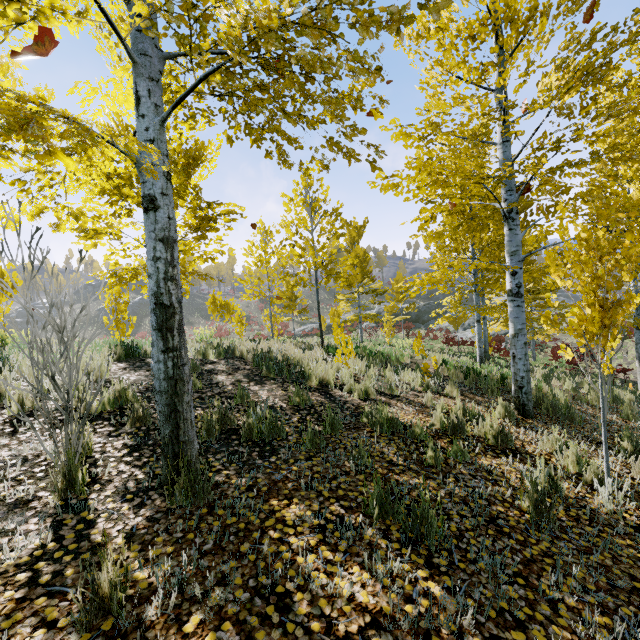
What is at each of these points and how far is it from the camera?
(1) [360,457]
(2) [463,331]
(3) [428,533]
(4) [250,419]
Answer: (1) instancedfoliageactor, 3.6m
(2) rock, 33.7m
(3) instancedfoliageactor, 2.5m
(4) instancedfoliageactor, 4.0m

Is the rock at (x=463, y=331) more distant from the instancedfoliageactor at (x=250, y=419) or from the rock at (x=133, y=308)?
the rock at (x=133, y=308)

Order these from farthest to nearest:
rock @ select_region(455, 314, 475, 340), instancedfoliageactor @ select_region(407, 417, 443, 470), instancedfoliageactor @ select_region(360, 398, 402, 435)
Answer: rock @ select_region(455, 314, 475, 340)
instancedfoliageactor @ select_region(360, 398, 402, 435)
instancedfoliageactor @ select_region(407, 417, 443, 470)

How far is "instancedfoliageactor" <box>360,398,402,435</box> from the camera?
4.4m

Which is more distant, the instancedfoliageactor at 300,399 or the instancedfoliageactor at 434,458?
the instancedfoliageactor at 300,399

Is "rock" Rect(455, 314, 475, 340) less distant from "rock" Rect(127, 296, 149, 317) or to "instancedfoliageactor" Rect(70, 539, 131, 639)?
"instancedfoliageactor" Rect(70, 539, 131, 639)
